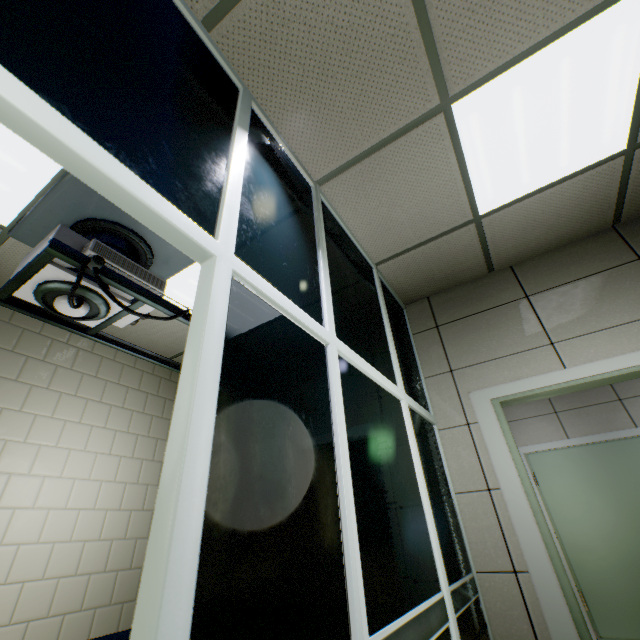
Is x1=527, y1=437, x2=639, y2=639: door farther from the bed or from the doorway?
the doorway

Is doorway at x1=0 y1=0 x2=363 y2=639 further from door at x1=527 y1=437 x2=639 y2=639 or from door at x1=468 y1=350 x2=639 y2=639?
door at x1=527 y1=437 x2=639 y2=639

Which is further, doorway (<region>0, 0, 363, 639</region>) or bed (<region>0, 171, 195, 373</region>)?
bed (<region>0, 171, 195, 373</region>)

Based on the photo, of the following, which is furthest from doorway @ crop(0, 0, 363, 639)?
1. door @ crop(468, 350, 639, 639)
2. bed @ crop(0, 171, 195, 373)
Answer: door @ crop(468, 350, 639, 639)

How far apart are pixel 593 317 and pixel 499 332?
0.7 meters

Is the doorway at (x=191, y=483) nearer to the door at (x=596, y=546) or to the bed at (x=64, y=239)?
the bed at (x=64, y=239)

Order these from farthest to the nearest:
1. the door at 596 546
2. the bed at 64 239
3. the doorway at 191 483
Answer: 1. the door at 596 546
2. the bed at 64 239
3. the doorway at 191 483

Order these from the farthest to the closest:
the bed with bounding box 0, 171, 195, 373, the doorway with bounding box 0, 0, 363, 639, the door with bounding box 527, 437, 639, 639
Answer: the door with bounding box 527, 437, 639, 639 → the bed with bounding box 0, 171, 195, 373 → the doorway with bounding box 0, 0, 363, 639
